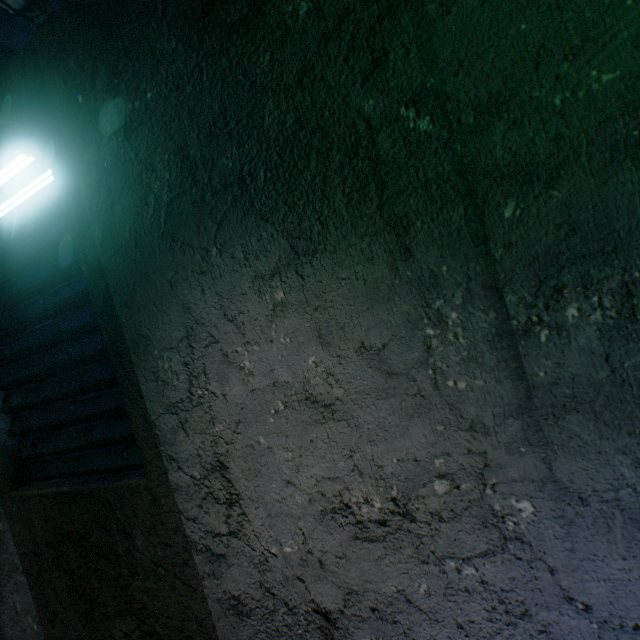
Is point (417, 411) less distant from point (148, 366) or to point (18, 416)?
point (148, 366)
